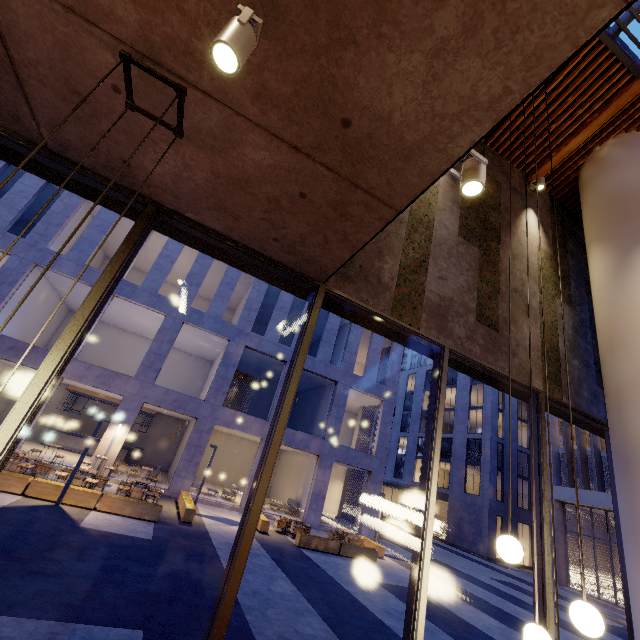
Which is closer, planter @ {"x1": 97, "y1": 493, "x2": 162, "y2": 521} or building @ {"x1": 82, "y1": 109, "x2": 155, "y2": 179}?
building @ {"x1": 82, "y1": 109, "x2": 155, "y2": 179}

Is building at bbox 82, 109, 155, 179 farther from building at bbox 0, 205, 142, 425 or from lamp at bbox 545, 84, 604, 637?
building at bbox 0, 205, 142, 425

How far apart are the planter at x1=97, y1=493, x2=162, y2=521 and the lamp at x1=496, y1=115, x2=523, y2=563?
12.3 meters

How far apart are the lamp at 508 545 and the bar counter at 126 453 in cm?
2431

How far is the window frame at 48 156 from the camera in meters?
3.0

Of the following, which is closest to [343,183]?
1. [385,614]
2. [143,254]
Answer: [385,614]

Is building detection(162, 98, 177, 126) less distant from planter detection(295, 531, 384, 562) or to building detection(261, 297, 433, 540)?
planter detection(295, 531, 384, 562)

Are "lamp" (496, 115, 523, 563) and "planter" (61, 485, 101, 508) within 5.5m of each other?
no
